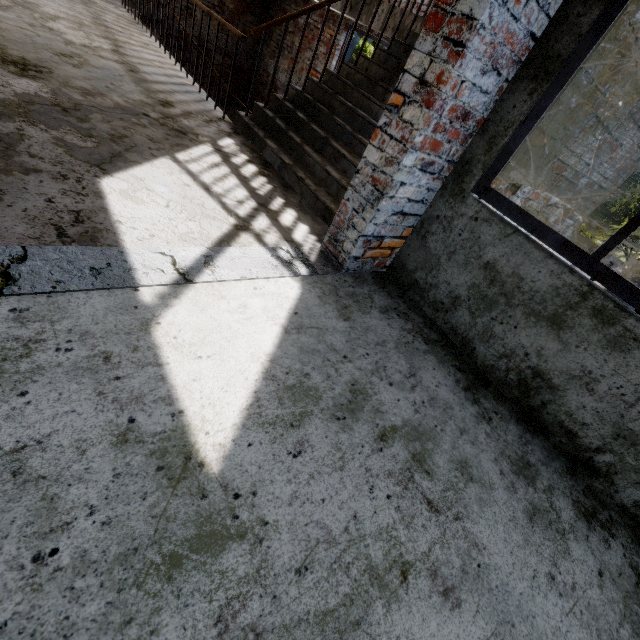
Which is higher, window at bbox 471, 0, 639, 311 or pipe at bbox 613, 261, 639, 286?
window at bbox 471, 0, 639, 311

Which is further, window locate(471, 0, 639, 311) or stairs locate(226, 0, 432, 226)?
stairs locate(226, 0, 432, 226)

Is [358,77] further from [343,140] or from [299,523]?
[299,523]

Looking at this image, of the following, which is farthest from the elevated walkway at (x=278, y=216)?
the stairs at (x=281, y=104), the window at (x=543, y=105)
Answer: the window at (x=543, y=105)

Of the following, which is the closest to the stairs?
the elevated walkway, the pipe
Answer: the elevated walkway

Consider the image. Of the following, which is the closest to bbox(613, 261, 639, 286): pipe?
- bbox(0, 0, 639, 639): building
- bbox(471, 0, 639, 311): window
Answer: bbox(0, 0, 639, 639): building

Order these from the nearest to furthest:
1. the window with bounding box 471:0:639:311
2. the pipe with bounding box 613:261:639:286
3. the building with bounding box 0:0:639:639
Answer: the building with bounding box 0:0:639:639 → the window with bounding box 471:0:639:311 → the pipe with bounding box 613:261:639:286

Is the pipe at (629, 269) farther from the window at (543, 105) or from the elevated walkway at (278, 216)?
the window at (543, 105)
